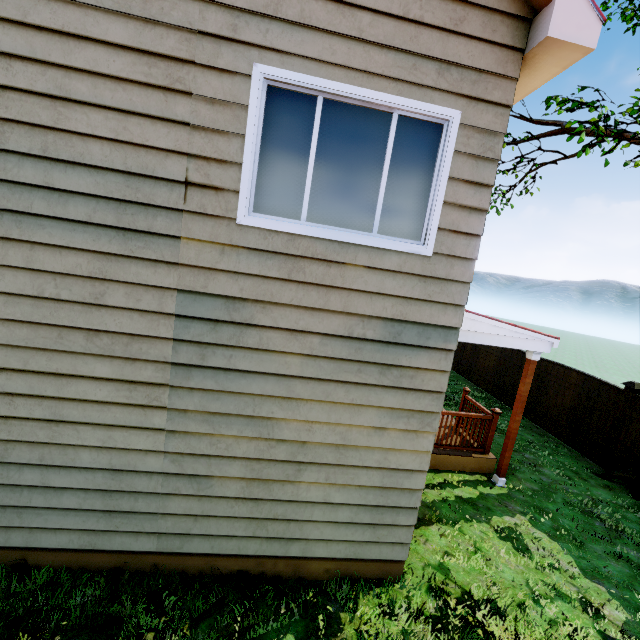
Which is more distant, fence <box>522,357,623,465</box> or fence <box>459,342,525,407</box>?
fence <box>459,342,525,407</box>

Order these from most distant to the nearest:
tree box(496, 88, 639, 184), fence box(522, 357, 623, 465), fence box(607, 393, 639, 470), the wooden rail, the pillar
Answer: fence box(522, 357, 623, 465)
fence box(607, 393, 639, 470)
the wooden rail
the pillar
tree box(496, 88, 639, 184)

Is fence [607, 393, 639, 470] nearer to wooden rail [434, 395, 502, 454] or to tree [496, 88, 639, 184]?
tree [496, 88, 639, 184]

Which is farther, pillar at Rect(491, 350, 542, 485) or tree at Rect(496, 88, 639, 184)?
pillar at Rect(491, 350, 542, 485)

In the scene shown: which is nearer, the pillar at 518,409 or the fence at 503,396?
the pillar at 518,409

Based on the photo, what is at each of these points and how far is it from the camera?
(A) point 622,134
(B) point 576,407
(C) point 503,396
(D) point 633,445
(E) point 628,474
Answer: (A) tree, 5.3m
(B) fence, 8.7m
(C) fence, 11.5m
(D) fence, 7.3m
(E) tree, 7.1m

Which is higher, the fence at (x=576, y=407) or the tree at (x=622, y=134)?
the tree at (x=622, y=134)

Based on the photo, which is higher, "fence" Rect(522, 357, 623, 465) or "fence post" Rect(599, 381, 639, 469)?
"fence post" Rect(599, 381, 639, 469)
